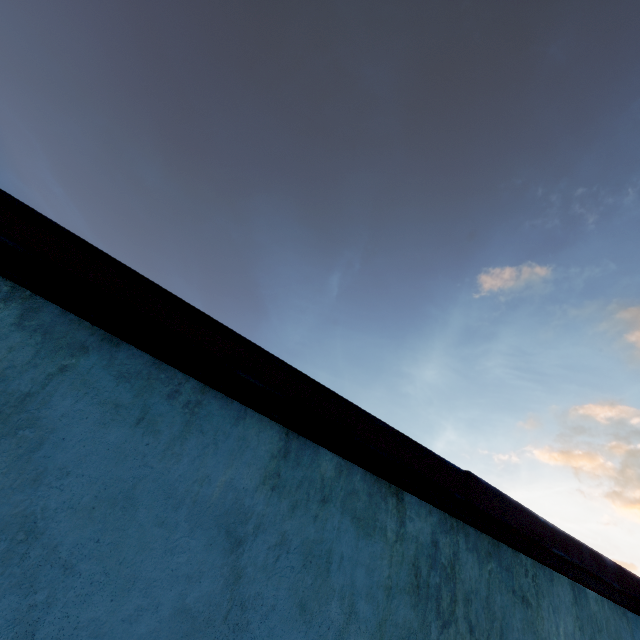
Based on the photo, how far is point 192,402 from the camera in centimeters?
138cm
